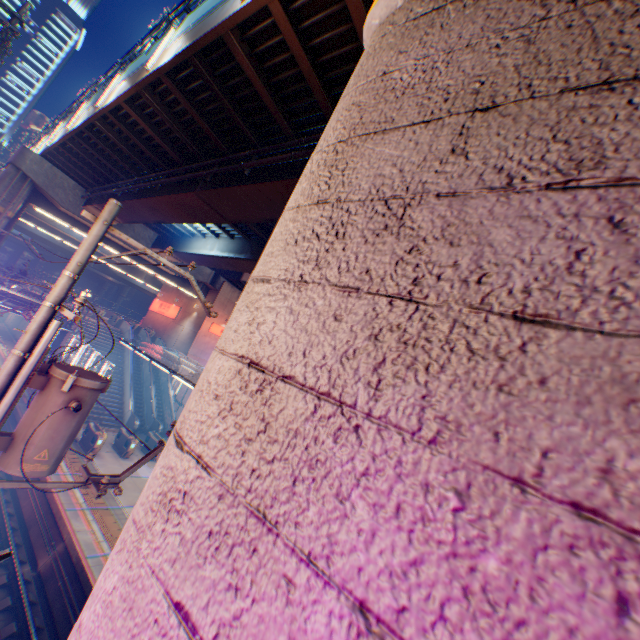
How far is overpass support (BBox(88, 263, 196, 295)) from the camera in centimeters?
2992cm

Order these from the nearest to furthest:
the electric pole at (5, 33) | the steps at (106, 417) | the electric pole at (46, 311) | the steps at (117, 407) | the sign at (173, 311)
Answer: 1. the electric pole at (46, 311)
2. the electric pole at (5, 33)
3. the steps at (106, 417)
4. the steps at (117, 407)
5. the sign at (173, 311)

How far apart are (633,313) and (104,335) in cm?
3483

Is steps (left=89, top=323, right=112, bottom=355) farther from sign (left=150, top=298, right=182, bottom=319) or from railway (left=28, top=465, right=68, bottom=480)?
sign (left=150, top=298, right=182, bottom=319)

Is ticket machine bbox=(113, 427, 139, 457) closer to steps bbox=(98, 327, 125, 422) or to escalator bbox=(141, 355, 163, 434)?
steps bbox=(98, 327, 125, 422)

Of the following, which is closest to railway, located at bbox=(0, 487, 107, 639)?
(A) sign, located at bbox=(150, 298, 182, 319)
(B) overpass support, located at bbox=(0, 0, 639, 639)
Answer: (B) overpass support, located at bbox=(0, 0, 639, 639)

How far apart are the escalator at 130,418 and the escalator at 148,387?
1.4m

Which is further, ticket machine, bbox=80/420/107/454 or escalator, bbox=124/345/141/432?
escalator, bbox=124/345/141/432
